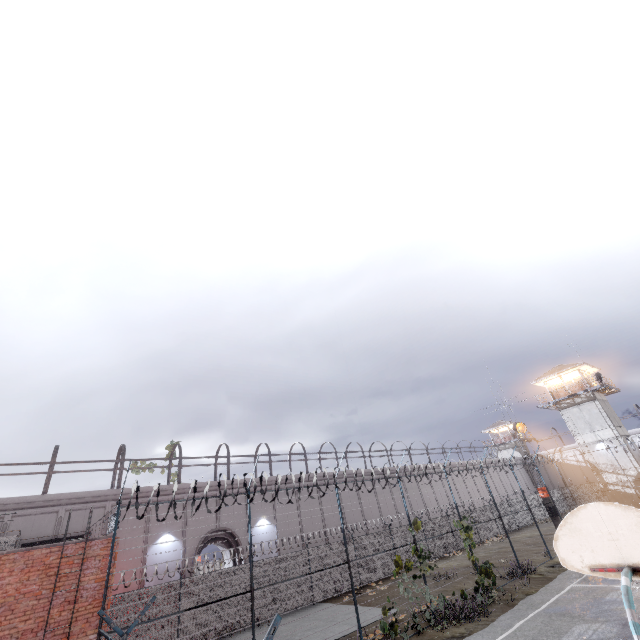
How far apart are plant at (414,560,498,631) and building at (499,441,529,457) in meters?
52.2

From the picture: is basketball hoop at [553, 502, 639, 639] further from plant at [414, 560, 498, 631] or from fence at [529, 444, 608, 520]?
plant at [414, 560, 498, 631]

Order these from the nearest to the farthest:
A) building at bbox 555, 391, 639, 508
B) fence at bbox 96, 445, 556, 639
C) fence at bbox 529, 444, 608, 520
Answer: →
1. fence at bbox 96, 445, 556, 639
2. fence at bbox 529, 444, 608, 520
3. building at bbox 555, 391, 639, 508

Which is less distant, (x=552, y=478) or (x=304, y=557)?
(x=304, y=557)

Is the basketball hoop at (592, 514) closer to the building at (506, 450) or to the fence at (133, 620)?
the fence at (133, 620)

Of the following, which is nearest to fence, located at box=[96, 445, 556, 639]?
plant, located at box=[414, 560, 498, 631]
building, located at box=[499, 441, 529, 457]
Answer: plant, located at box=[414, 560, 498, 631]

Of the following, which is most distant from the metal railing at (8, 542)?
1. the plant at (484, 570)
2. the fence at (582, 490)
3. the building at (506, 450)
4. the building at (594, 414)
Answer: the building at (506, 450)

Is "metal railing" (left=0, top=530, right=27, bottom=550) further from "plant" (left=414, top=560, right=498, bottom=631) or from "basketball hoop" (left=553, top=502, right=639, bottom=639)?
"plant" (left=414, top=560, right=498, bottom=631)
